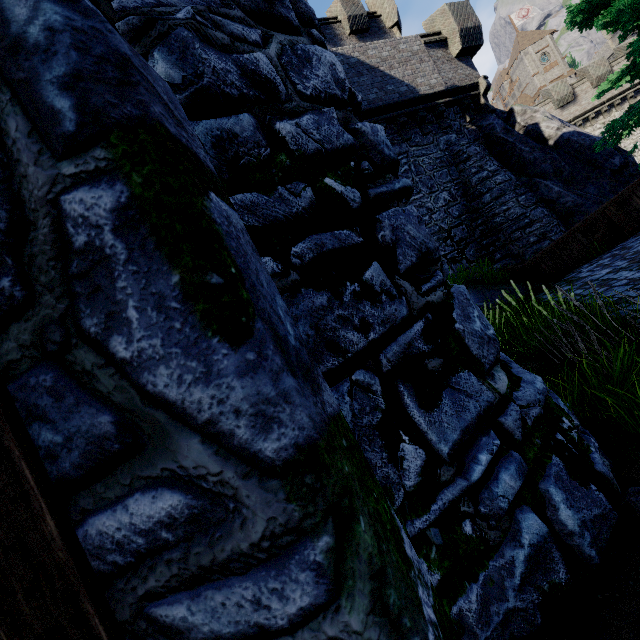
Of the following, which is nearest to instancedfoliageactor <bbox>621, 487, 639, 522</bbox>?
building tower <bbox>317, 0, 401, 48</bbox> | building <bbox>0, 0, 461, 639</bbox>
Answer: building <bbox>0, 0, 461, 639</bbox>

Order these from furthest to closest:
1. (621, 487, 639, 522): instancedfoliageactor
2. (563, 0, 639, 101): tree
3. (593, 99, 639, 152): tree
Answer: (593, 99, 639, 152): tree
(563, 0, 639, 101): tree
(621, 487, 639, 522): instancedfoliageactor

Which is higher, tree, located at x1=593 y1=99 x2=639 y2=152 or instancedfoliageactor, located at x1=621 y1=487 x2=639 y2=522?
tree, located at x1=593 y1=99 x2=639 y2=152

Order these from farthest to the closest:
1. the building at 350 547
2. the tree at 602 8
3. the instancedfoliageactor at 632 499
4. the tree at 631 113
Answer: the tree at 631 113, the tree at 602 8, the instancedfoliageactor at 632 499, the building at 350 547

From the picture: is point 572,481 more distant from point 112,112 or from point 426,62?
point 426,62

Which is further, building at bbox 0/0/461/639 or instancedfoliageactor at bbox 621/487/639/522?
instancedfoliageactor at bbox 621/487/639/522

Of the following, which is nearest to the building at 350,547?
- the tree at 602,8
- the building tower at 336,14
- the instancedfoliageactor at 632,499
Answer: the instancedfoliageactor at 632,499

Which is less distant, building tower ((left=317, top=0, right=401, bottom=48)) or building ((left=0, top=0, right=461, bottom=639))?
building ((left=0, top=0, right=461, bottom=639))
